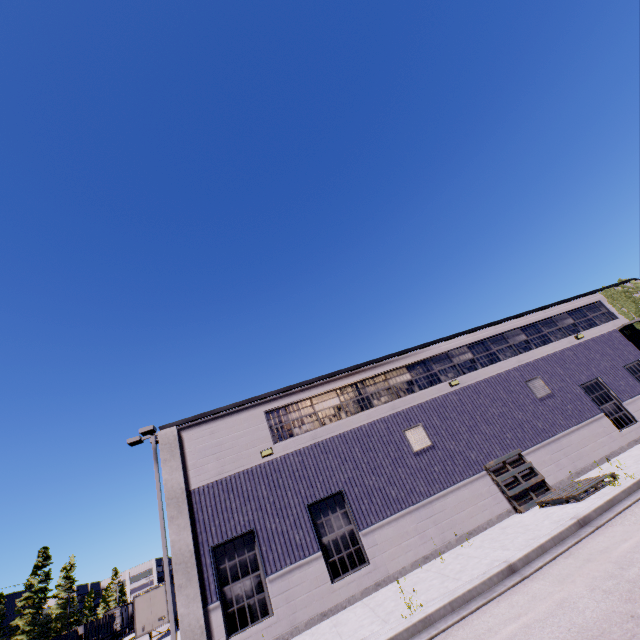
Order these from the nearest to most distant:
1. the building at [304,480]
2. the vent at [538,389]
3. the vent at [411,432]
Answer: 1. the building at [304,480]
2. the vent at [411,432]
3. the vent at [538,389]

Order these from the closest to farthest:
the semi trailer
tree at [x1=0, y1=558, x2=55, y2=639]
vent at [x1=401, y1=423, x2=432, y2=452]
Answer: A: vent at [x1=401, y1=423, x2=432, y2=452] < the semi trailer < tree at [x1=0, y1=558, x2=55, y2=639]

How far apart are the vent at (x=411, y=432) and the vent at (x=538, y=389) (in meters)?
6.23

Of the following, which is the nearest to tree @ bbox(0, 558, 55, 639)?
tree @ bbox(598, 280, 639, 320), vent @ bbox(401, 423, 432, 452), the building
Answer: the building

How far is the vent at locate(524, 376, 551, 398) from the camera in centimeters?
1591cm

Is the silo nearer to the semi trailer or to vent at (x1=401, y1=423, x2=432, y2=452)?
the semi trailer

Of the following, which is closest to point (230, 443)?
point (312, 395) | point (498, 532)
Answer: point (312, 395)

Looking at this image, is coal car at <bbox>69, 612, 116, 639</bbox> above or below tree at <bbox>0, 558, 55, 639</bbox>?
below
